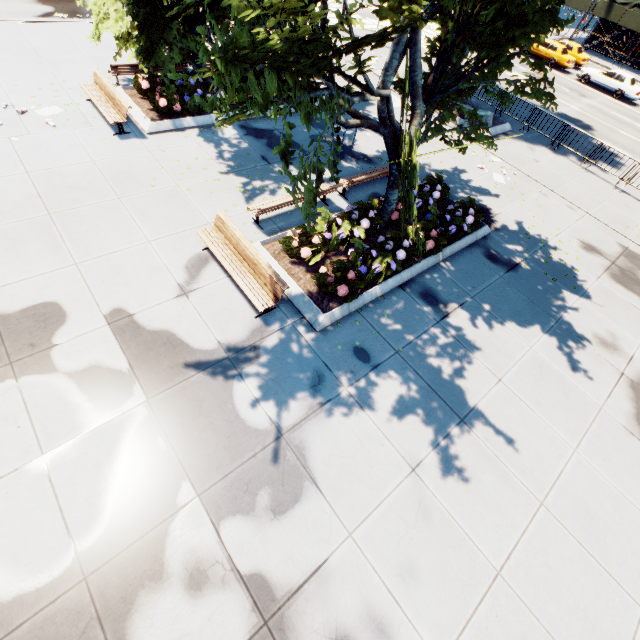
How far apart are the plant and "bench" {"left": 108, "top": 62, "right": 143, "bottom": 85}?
12.0m

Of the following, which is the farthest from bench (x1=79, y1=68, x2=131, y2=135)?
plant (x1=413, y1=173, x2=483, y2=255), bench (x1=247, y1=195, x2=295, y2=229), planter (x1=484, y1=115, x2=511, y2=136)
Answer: planter (x1=484, y1=115, x2=511, y2=136)

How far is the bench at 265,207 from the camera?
8.6 meters

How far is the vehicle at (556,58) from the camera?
28.3m

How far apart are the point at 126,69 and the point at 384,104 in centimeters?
1106cm

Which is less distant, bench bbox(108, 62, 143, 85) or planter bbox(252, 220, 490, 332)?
planter bbox(252, 220, 490, 332)

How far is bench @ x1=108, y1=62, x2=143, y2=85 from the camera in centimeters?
1185cm

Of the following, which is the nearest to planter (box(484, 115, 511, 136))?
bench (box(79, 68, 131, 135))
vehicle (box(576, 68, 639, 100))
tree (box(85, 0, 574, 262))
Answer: tree (box(85, 0, 574, 262))
